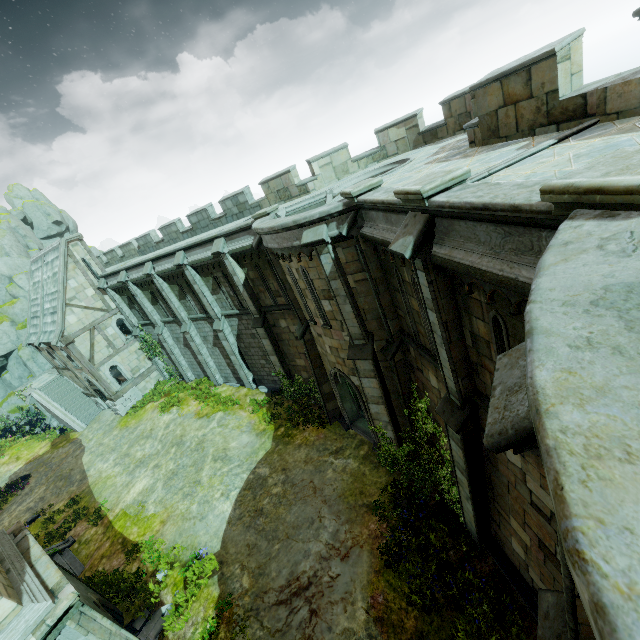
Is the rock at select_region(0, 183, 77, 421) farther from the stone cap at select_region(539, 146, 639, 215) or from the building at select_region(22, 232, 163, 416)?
the stone cap at select_region(539, 146, 639, 215)

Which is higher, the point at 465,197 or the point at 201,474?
the point at 465,197

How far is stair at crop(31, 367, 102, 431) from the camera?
27.2 meters

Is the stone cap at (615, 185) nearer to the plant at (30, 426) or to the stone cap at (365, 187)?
the stone cap at (365, 187)

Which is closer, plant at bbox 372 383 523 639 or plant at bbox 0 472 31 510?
plant at bbox 372 383 523 639

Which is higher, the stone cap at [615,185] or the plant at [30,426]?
the stone cap at [615,185]

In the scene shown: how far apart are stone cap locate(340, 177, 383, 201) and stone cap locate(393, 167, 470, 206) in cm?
243

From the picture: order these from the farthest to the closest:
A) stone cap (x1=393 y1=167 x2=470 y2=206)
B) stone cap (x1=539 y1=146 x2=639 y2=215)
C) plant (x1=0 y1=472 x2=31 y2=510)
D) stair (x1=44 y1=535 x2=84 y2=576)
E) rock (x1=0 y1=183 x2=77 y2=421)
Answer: rock (x1=0 y1=183 x2=77 y2=421) < plant (x1=0 y1=472 x2=31 y2=510) < stair (x1=44 y1=535 x2=84 y2=576) < stone cap (x1=393 y1=167 x2=470 y2=206) < stone cap (x1=539 y1=146 x2=639 y2=215)
